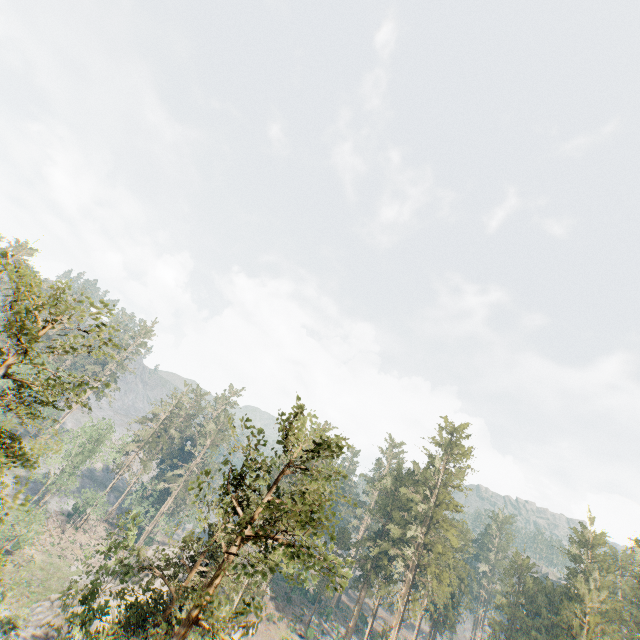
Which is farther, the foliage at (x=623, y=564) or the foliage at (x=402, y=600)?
the foliage at (x=623, y=564)

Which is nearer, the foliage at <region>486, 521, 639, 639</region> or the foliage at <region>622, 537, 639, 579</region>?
the foliage at <region>486, 521, 639, 639</region>

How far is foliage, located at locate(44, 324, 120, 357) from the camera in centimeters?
1145cm

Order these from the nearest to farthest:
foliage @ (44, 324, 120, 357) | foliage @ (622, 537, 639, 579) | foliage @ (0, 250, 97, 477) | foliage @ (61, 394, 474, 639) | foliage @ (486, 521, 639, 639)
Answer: foliage @ (0, 250, 97, 477)
foliage @ (44, 324, 120, 357)
foliage @ (61, 394, 474, 639)
foliage @ (486, 521, 639, 639)
foliage @ (622, 537, 639, 579)

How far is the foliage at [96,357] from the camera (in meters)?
11.45

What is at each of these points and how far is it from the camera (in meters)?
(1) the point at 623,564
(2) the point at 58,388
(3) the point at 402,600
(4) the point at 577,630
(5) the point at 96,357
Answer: (1) foliage, 45.78
(2) foliage, 12.33
(3) foliage, 47.44
(4) foliage, 36.38
(5) foliage, 12.49
